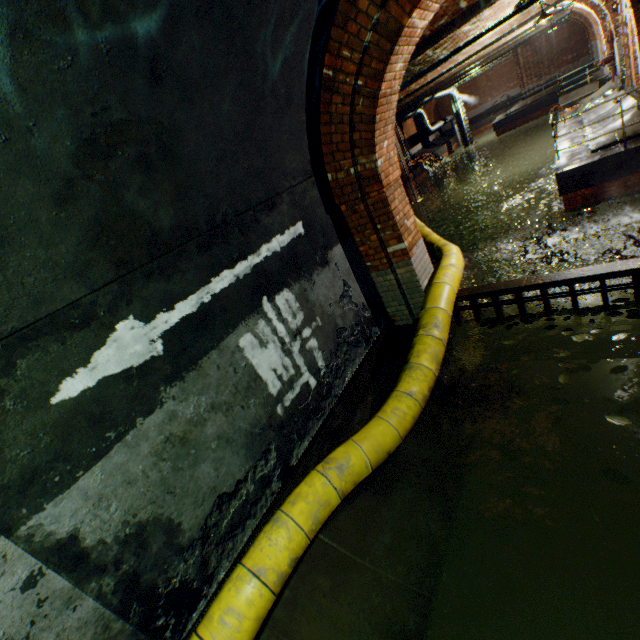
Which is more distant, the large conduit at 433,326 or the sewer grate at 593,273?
the sewer grate at 593,273

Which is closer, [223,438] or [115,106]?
[115,106]

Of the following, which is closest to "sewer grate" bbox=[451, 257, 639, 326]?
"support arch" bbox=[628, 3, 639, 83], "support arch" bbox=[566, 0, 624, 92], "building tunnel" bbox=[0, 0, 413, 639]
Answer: "building tunnel" bbox=[0, 0, 413, 639]

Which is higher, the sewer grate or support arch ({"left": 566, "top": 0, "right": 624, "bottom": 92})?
support arch ({"left": 566, "top": 0, "right": 624, "bottom": 92})

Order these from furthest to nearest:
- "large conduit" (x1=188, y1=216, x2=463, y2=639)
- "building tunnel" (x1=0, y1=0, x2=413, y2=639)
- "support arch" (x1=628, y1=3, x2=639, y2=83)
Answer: "support arch" (x1=628, y1=3, x2=639, y2=83)
"large conduit" (x1=188, y1=216, x2=463, y2=639)
"building tunnel" (x1=0, y1=0, x2=413, y2=639)

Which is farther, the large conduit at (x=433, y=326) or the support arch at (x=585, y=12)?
the support arch at (x=585, y=12)

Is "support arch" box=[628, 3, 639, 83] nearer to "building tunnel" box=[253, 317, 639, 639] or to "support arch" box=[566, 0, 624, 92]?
"support arch" box=[566, 0, 624, 92]
